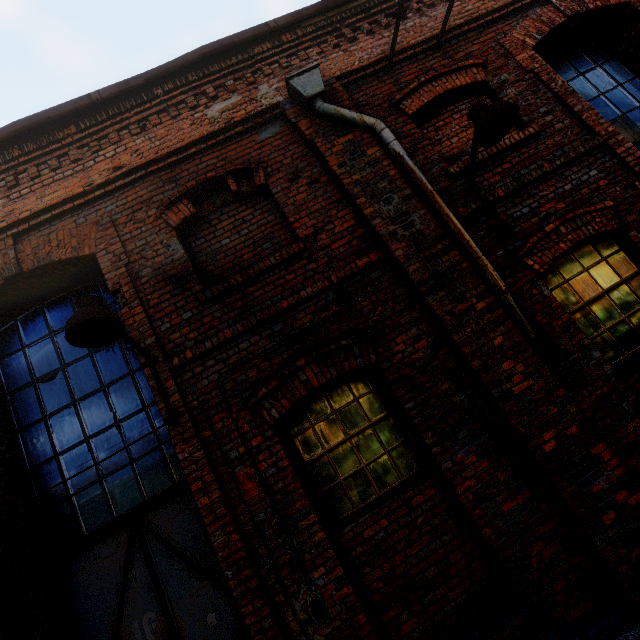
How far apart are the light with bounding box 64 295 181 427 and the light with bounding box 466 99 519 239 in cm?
385

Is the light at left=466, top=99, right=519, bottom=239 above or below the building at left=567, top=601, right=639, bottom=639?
above

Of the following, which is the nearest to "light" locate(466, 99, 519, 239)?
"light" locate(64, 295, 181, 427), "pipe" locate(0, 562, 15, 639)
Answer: "light" locate(64, 295, 181, 427)

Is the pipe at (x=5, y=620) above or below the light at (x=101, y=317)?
below

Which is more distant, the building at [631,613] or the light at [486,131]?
the light at [486,131]

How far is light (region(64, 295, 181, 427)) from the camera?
2.6 meters

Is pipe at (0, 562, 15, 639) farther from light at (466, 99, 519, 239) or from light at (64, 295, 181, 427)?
light at (466, 99, 519, 239)

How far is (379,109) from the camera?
4.4m
